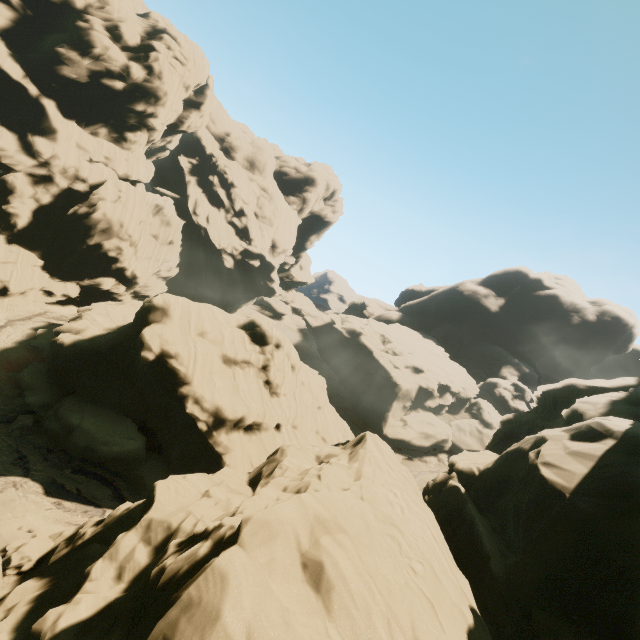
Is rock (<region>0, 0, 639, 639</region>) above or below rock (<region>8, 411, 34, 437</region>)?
above

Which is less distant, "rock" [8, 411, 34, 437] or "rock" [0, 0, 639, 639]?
"rock" [0, 0, 639, 639]

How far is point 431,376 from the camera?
54.06m

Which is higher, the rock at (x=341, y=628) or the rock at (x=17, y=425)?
the rock at (x=341, y=628)

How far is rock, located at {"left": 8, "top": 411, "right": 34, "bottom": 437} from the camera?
20.0 meters

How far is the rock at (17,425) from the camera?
20.0 meters
